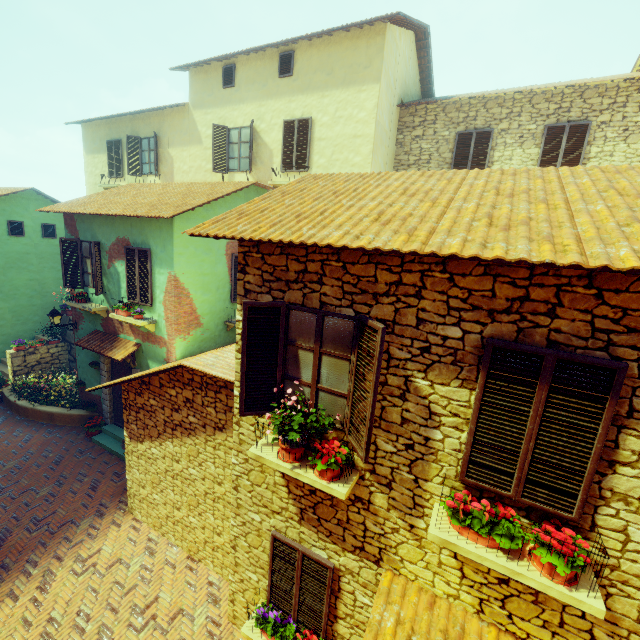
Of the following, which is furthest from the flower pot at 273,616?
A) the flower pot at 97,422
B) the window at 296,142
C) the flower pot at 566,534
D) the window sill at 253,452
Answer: the window at 296,142

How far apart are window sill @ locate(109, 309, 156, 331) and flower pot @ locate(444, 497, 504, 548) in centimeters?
864cm

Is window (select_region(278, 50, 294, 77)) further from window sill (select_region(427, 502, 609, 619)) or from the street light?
window sill (select_region(427, 502, 609, 619))

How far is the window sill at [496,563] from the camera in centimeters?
289cm

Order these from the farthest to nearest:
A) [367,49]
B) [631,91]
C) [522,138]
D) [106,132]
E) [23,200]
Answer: [106,132] → [23,200] → [522,138] → [367,49] → [631,91]

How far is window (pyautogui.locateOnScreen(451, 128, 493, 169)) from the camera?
10.31m

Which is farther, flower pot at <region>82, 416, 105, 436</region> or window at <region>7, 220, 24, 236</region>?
window at <region>7, 220, 24, 236</region>

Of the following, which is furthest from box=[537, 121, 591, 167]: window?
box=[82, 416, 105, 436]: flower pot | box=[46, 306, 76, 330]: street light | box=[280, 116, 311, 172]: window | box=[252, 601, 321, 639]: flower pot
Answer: box=[280, 116, 311, 172]: window
